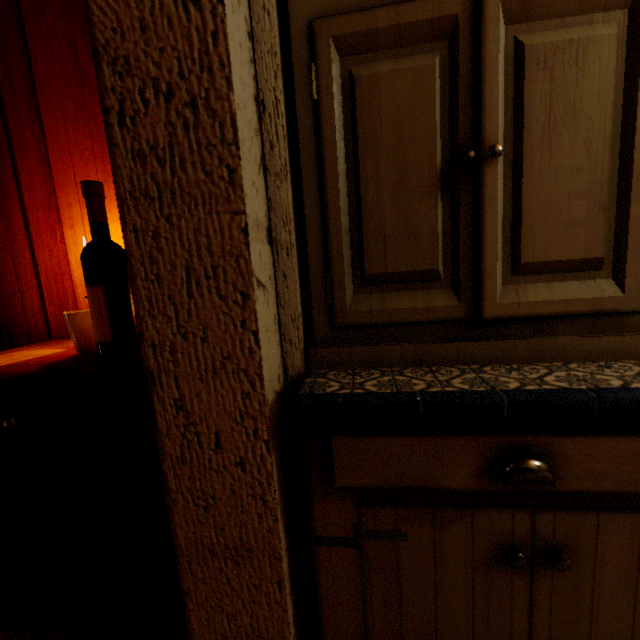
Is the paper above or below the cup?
below

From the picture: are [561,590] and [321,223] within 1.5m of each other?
yes

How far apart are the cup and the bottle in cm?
12

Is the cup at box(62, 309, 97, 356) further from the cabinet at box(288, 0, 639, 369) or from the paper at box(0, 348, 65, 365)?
the cabinet at box(288, 0, 639, 369)

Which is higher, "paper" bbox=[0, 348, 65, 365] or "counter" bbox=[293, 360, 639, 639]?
"paper" bbox=[0, 348, 65, 365]

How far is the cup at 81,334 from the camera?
0.94m

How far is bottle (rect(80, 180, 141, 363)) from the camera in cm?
82

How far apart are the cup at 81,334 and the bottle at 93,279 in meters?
0.1
